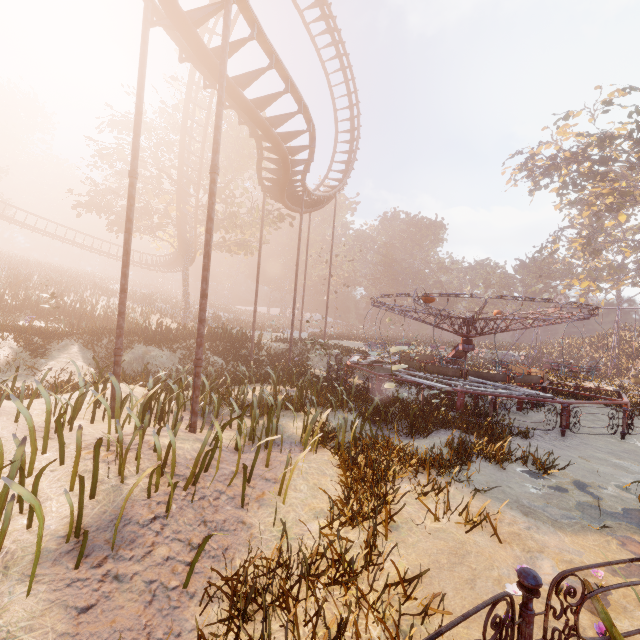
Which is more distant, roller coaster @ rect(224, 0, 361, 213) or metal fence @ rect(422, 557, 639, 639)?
roller coaster @ rect(224, 0, 361, 213)

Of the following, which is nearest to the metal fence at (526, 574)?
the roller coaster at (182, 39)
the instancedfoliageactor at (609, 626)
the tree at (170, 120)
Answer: the instancedfoliageactor at (609, 626)

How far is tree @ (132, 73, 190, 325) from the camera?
22.3 meters

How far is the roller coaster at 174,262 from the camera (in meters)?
34.46

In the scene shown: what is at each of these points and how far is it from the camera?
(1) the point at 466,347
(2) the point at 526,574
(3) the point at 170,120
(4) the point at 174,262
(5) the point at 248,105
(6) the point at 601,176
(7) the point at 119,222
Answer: (1) merry-go-round, 15.9 meters
(2) metal fence, 2.4 meters
(3) tree, 31.2 meters
(4) roller coaster, 34.3 meters
(5) roller coaster, 8.9 meters
(6) tree, 31.6 meters
(7) tree, 24.8 meters

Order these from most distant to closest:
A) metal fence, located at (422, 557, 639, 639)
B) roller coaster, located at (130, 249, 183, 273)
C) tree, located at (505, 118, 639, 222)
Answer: roller coaster, located at (130, 249, 183, 273) → tree, located at (505, 118, 639, 222) → metal fence, located at (422, 557, 639, 639)

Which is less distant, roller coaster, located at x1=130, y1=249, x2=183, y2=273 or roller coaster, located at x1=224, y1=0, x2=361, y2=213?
roller coaster, located at x1=224, y1=0, x2=361, y2=213
